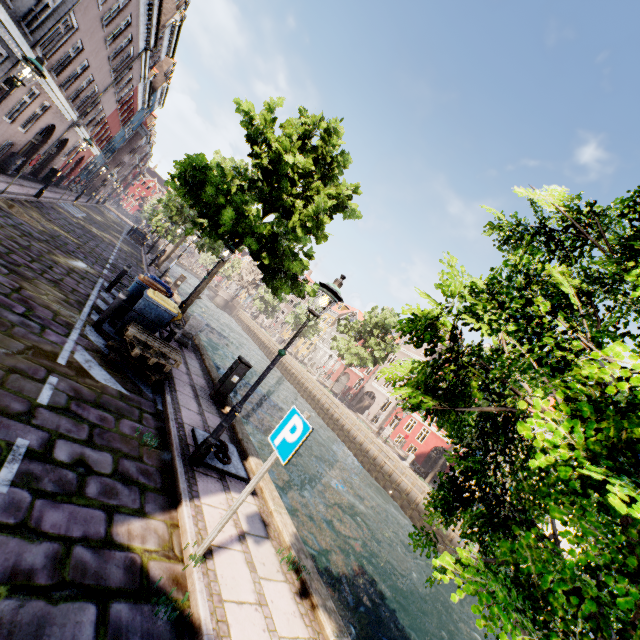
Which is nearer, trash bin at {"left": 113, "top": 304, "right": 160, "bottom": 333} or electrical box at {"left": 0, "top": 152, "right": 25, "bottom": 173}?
trash bin at {"left": 113, "top": 304, "right": 160, "bottom": 333}

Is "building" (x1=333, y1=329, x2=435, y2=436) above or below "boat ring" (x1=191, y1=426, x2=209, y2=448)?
above

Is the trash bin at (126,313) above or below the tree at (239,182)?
below

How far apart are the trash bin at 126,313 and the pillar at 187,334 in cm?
193

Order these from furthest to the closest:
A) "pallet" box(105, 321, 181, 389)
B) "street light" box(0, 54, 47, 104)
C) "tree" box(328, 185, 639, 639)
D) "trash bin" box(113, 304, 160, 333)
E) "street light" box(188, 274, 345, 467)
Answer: "trash bin" box(113, 304, 160, 333)
"street light" box(0, 54, 47, 104)
"pallet" box(105, 321, 181, 389)
"street light" box(188, 274, 345, 467)
"tree" box(328, 185, 639, 639)

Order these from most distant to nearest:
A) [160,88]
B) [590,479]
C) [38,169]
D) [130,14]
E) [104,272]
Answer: [160,88], [38,169], [130,14], [104,272], [590,479]

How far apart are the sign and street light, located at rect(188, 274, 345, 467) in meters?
1.5

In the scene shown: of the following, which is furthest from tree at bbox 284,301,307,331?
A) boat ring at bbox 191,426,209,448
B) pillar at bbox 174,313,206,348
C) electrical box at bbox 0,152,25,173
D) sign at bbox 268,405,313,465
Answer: electrical box at bbox 0,152,25,173
